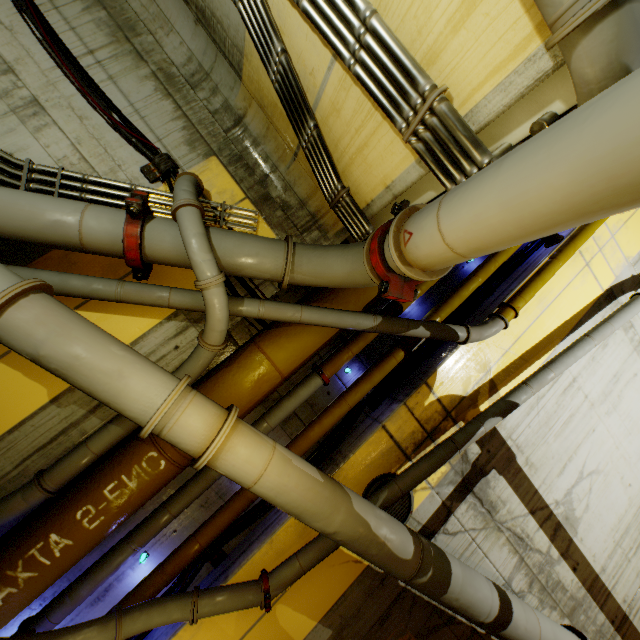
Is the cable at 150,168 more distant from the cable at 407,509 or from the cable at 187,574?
the cable at 407,509

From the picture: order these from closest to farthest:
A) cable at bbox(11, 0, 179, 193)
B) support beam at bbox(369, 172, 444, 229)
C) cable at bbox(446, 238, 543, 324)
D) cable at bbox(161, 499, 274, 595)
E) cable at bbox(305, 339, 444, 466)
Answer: support beam at bbox(369, 172, 444, 229) → cable at bbox(11, 0, 179, 193) → cable at bbox(161, 499, 274, 595) → cable at bbox(305, 339, 444, 466) → cable at bbox(446, 238, 543, 324)

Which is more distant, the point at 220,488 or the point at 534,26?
the point at 220,488

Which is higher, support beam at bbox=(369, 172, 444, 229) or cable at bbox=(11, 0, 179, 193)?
support beam at bbox=(369, 172, 444, 229)

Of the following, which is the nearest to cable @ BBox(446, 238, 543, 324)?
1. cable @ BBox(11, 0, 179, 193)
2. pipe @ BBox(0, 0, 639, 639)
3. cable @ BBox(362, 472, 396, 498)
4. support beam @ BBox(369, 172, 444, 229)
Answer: pipe @ BBox(0, 0, 639, 639)

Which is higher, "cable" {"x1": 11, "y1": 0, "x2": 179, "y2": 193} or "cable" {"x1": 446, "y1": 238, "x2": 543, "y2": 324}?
"cable" {"x1": 446, "y1": 238, "x2": 543, "y2": 324}

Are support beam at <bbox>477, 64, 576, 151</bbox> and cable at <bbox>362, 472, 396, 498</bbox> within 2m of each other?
no

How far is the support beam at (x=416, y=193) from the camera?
2.77m
